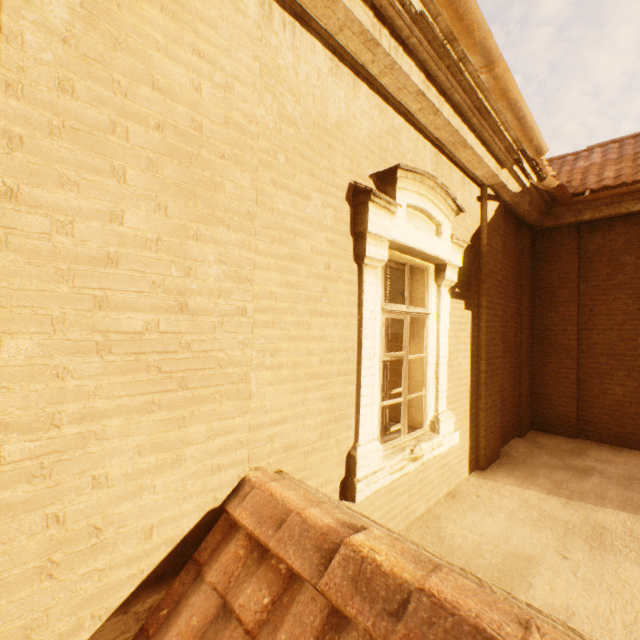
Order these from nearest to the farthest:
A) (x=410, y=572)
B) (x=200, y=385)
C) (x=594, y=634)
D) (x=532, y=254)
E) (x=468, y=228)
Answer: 1. (x=410, y=572)
2. (x=200, y=385)
3. (x=594, y=634)
4. (x=468, y=228)
5. (x=532, y=254)

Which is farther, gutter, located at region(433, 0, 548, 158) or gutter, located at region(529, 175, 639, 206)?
gutter, located at region(529, 175, 639, 206)

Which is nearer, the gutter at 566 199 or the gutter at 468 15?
the gutter at 468 15
